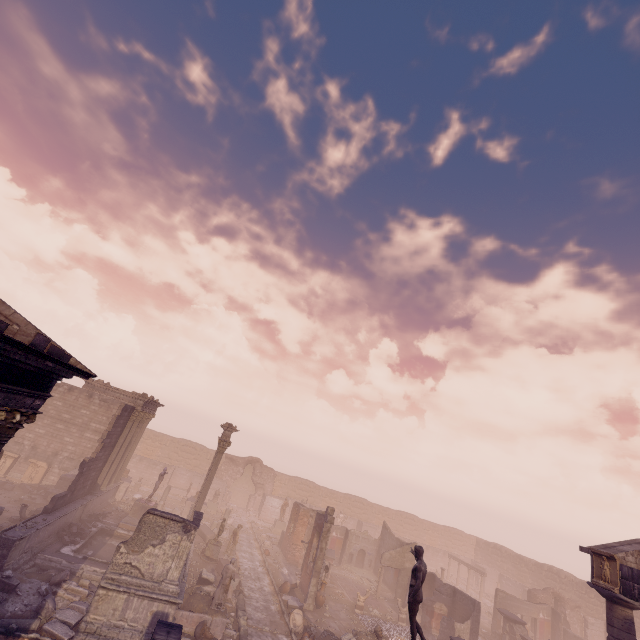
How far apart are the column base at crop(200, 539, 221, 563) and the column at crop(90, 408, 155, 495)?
8.03m

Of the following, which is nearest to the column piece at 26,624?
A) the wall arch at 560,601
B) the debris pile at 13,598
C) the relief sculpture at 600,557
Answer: the debris pile at 13,598

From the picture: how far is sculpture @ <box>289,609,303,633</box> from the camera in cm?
1552

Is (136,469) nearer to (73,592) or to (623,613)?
(73,592)

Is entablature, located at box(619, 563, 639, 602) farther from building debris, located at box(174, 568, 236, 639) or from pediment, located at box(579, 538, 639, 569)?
building debris, located at box(174, 568, 236, 639)

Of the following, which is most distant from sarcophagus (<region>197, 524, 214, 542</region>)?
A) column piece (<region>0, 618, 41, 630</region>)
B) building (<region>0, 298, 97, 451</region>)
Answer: building (<region>0, 298, 97, 451</region>)

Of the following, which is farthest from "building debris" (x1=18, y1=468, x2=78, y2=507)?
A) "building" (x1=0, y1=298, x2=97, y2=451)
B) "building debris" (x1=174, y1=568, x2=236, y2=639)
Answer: "building" (x1=0, y1=298, x2=97, y2=451)

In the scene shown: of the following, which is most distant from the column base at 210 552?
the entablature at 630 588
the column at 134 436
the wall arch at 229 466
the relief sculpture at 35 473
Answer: the entablature at 630 588
